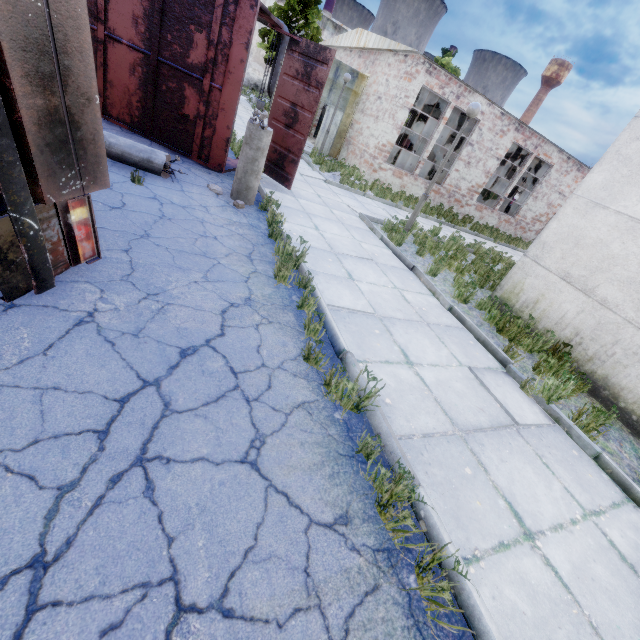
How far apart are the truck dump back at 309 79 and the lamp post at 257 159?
1.8m

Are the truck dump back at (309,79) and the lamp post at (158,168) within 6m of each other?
yes

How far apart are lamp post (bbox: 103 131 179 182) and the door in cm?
1185

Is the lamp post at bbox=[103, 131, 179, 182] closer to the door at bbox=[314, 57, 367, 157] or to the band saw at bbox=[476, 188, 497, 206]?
the door at bbox=[314, 57, 367, 157]

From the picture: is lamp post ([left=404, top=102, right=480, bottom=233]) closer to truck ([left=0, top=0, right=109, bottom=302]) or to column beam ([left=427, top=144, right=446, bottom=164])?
truck ([left=0, top=0, right=109, bottom=302])

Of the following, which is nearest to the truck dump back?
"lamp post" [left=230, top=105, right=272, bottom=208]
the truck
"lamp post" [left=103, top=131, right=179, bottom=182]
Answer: "lamp post" [left=230, top=105, right=272, bottom=208]

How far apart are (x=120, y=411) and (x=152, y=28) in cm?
773

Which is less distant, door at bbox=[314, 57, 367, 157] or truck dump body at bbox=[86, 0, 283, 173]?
truck dump body at bbox=[86, 0, 283, 173]
